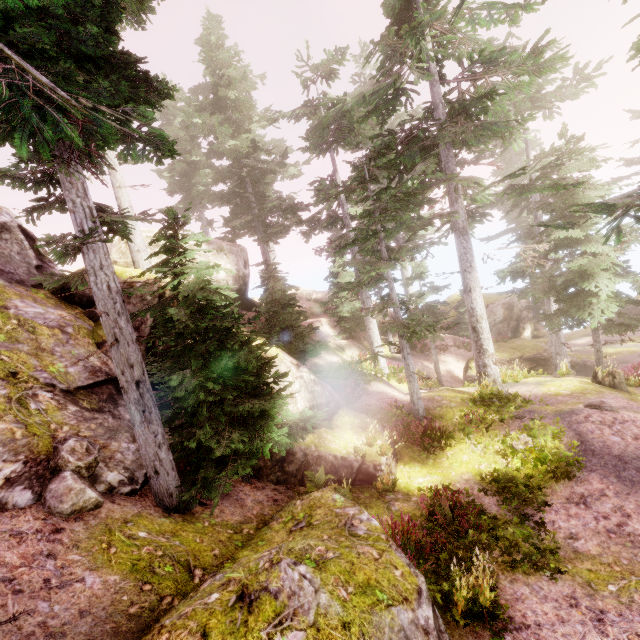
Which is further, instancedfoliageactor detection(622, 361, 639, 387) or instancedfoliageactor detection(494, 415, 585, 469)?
instancedfoliageactor detection(622, 361, 639, 387)

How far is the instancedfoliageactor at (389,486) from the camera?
9.33m

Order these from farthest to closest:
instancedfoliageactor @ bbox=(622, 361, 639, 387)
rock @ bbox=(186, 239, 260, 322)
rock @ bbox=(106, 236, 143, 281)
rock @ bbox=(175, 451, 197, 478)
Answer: rock @ bbox=(186, 239, 260, 322), instancedfoliageactor @ bbox=(622, 361, 639, 387), rock @ bbox=(106, 236, 143, 281), rock @ bbox=(175, 451, 197, 478)

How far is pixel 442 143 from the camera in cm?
Result: 1155

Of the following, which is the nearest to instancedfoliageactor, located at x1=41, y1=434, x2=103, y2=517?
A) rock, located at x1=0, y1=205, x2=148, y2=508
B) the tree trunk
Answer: rock, located at x1=0, y1=205, x2=148, y2=508

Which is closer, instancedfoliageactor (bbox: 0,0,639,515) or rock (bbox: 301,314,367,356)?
instancedfoliageactor (bbox: 0,0,639,515)

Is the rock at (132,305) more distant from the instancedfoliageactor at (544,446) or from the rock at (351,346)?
the rock at (351,346)

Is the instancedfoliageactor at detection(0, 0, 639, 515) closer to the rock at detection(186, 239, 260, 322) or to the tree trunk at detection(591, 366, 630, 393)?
the rock at detection(186, 239, 260, 322)
